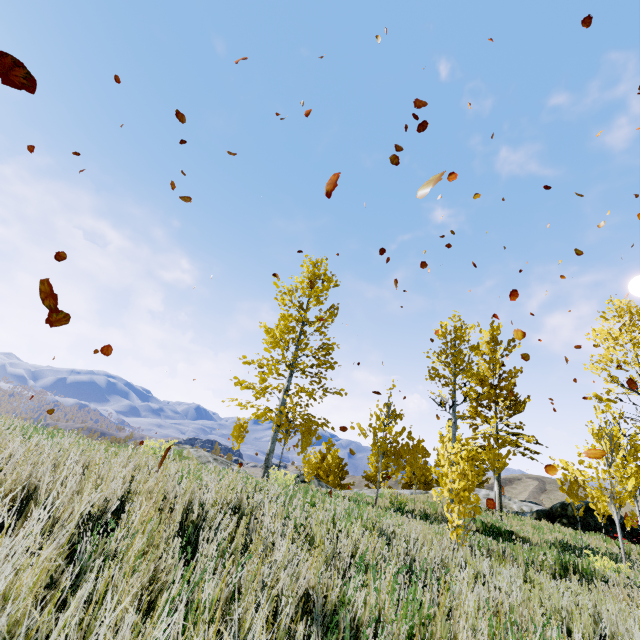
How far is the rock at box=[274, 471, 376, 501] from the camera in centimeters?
487cm

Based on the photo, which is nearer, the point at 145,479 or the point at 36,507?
the point at 36,507

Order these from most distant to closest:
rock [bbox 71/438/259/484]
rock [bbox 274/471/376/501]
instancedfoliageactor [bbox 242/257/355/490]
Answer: instancedfoliageactor [bbox 242/257/355/490], rock [bbox 274/471/376/501], rock [bbox 71/438/259/484]

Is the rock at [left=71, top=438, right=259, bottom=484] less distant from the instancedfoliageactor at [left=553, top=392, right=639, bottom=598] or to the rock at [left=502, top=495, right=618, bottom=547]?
the instancedfoliageactor at [left=553, top=392, right=639, bottom=598]

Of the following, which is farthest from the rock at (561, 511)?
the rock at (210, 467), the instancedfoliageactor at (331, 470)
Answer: the rock at (210, 467)

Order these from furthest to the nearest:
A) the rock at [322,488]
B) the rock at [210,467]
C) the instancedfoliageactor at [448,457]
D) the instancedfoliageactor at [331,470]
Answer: the instancedfoliageactor at [331,470] < the instancedfoliageactor at [448,457] < the rock at [322,488] < the rock at [210,467]

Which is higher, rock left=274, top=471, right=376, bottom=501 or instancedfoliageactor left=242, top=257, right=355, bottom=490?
instancedfoliageactor left=242, top=257, right=355, bottom=490
